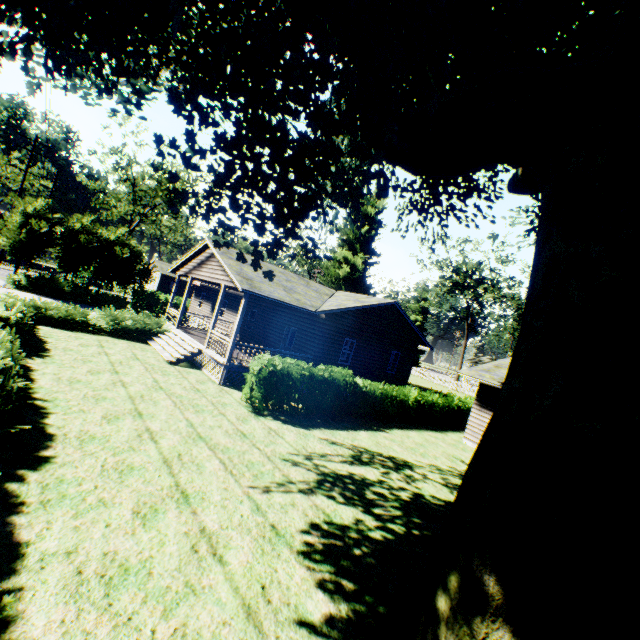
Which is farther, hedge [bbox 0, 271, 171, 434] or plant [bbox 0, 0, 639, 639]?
hedge [bbox 0, 271, 171, 434]

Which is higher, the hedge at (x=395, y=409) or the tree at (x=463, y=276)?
the tree at (x=463, y=276)

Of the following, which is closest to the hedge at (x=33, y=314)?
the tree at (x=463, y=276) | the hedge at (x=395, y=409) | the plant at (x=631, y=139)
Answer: the hedge at (x=395, y=409)

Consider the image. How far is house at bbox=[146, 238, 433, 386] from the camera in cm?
1569

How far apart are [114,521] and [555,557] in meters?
6.0 m

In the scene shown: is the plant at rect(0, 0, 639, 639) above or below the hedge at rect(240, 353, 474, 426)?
above

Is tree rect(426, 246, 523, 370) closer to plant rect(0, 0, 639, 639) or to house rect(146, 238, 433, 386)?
plant rect(0, 0, 639, 639)

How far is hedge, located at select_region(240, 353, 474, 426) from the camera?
12.35m
